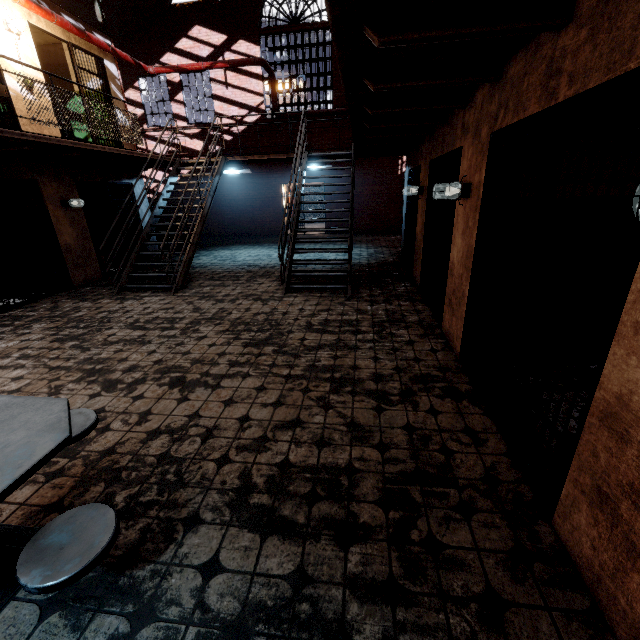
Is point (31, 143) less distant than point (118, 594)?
No

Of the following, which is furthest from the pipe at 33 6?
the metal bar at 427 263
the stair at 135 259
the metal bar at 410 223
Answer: the metal bar at 427 263

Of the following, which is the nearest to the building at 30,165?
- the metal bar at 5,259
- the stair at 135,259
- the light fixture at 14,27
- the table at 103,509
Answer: the metal bar at 5,259

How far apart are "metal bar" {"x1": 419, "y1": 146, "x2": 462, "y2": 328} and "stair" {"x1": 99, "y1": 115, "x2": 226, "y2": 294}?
5.18m

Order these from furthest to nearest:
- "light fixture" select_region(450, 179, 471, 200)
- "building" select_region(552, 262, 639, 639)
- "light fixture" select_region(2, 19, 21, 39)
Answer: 1. "light fixture" select_region(2, 19, 21, 39)
2. "light fixture" select_region(450, 179, 471, 200)
3. "building" select_region(552, 262, 639, 639)

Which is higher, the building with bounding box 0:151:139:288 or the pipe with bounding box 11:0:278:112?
the pipe with bounding box 11:0:278:112

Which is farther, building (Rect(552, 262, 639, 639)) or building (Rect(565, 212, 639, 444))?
building (Rect(565, 212, 639, 444))

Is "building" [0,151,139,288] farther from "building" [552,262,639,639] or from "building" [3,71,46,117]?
"building" [552,262,639,639]
